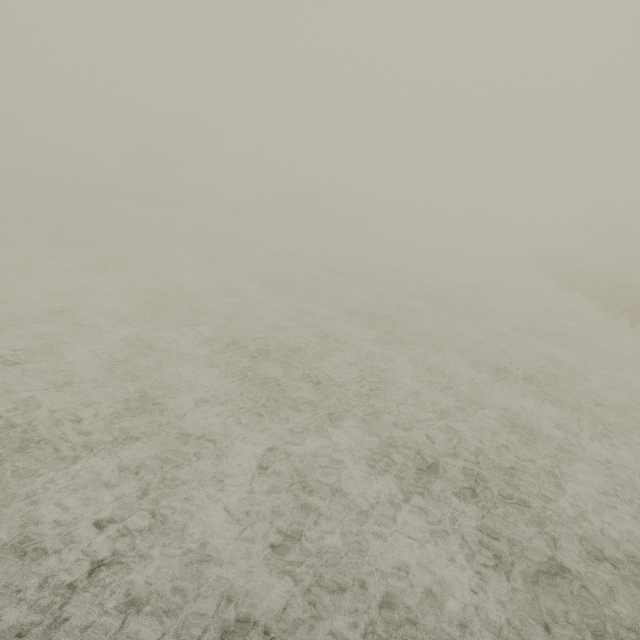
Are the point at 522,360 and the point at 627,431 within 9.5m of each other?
yes
